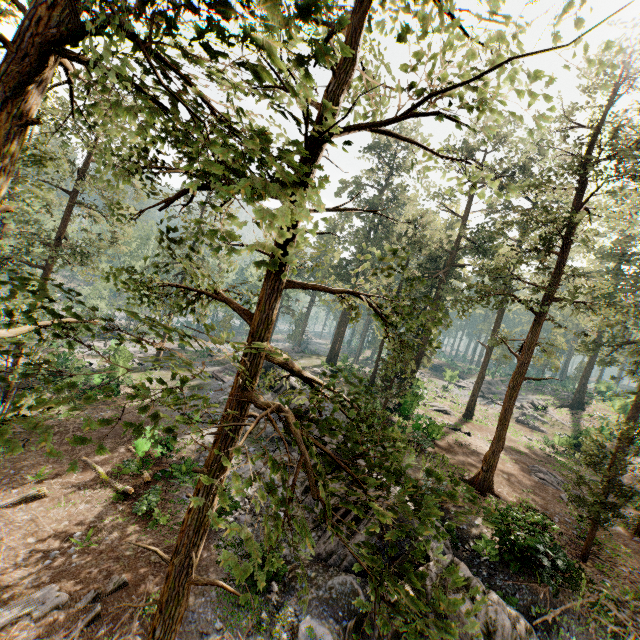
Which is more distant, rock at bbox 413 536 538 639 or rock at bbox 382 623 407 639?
rock at bbox 382 623 407 639

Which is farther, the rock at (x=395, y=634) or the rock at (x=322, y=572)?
the rock at (x=322, y=572)

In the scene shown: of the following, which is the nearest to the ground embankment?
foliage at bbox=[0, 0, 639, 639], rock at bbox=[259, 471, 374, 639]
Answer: rock at bbox=[259, 471, 374, 639]

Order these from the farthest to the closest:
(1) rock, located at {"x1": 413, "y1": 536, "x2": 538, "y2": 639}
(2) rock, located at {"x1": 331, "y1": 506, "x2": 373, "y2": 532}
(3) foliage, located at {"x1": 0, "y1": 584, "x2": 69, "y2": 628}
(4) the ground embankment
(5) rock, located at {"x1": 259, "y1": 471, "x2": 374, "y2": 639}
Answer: (4) the ground embankment, (2) rock, located at {"x1": 331, "y1": 506, "x2": 373, "y2": 532}, (5) rock, located at {"x1": 259, "y1": 471, "x2": 374, "y2": 639}, (3) foliage, located at {"x1": 0, "y1": 584, "x2": 69, "y2": 628}, (1) rock, located at {"x1": 413, "y1": 536, "x2": 538, "y2": 639}

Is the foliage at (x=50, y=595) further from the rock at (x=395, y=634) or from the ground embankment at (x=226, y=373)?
the ground embankment at (x=226, y=373)

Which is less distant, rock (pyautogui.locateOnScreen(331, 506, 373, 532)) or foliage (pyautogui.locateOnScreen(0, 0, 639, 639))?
foliage (pyautogui.locateOnScreen(0, 0, 639, 639))

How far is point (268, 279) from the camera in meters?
5.1 m
